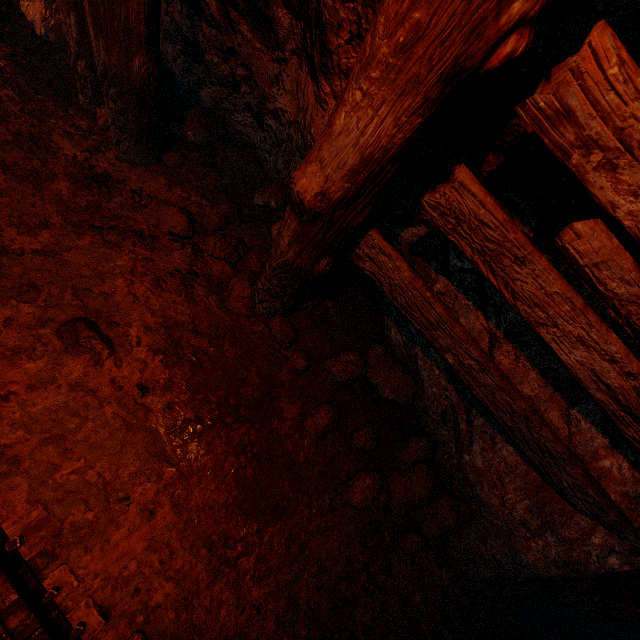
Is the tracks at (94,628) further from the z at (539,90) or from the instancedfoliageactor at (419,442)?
the instancedfoliageactor at (419,442)

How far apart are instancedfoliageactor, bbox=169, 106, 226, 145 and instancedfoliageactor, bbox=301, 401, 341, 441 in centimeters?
242cm

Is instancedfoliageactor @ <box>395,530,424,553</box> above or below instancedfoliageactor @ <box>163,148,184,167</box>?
below

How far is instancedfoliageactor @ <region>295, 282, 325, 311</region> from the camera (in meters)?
2.46

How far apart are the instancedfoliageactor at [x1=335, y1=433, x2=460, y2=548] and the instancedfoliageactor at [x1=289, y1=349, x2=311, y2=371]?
0.6 meters

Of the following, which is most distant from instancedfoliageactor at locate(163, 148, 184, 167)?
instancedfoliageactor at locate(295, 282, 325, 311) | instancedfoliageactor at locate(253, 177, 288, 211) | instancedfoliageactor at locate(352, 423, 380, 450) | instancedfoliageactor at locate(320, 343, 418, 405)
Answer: instancedfoliageactor at locate(352, 423, 380, 450)

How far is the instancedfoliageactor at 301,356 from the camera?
2.33m

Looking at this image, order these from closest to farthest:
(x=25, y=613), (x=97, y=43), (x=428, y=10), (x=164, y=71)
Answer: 1. (x=428, y=10)
2. (x=25, y=613)
3. (x=97, y=43)
4. (x=164, y=71)
